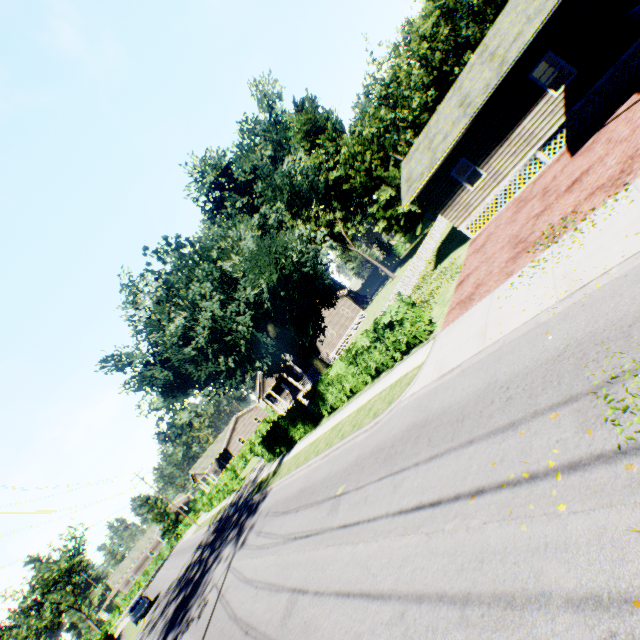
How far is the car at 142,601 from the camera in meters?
30.0 m

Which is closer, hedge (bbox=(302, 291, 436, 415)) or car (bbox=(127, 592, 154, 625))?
hedge (bbox=(302, 291, 436, 415))

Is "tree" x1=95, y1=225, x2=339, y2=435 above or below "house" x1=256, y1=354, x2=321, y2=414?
above

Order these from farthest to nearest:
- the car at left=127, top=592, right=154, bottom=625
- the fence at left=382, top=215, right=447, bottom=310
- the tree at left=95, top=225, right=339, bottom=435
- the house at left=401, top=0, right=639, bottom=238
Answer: the car at left=127, top=592, right=154, bottom=625 → the fence at left=382, top=215, right=447, bottom=310 → the tree at left=95, top=225, right=339, bottom=435 → the house at left=401, top=0, right=639, bottom=238

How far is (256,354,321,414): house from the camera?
36.7m

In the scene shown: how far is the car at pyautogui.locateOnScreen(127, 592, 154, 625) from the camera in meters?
30.0 m

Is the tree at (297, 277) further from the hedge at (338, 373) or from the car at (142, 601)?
the car at (142, 601)

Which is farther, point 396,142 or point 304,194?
point 304,194
